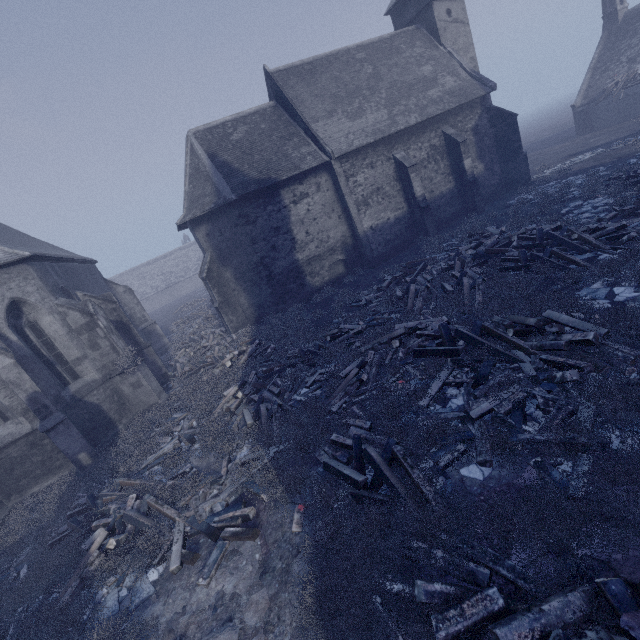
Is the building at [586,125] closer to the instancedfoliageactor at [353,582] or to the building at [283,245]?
the building at [283,245]

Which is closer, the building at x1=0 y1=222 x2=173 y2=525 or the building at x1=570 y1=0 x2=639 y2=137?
the building at x1=0 y1=222 x2=173 y2=525

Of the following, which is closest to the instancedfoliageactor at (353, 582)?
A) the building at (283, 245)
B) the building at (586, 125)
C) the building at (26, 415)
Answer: the building at (26, 415)

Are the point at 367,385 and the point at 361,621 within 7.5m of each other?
yes

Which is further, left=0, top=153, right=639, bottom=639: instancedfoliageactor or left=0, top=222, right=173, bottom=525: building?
left=0, top=222, right=173, bottom=525: building

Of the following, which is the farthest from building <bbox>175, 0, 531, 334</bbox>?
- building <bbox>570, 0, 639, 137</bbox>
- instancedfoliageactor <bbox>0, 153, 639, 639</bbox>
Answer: building <bbox>570, 0, 639, 137</bbox>

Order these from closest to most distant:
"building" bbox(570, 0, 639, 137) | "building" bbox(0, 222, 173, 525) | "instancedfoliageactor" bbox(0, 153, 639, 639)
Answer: "instancedfoliageactor" bbox(0, 153, 639, 639)
"building" bbox(0, 222, 173, 525)
"building" bbox(570, 0, 639, 137)

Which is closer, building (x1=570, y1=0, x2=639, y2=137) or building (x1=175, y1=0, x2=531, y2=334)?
building (x1=175, y1=0, x2=531, y2=334)
